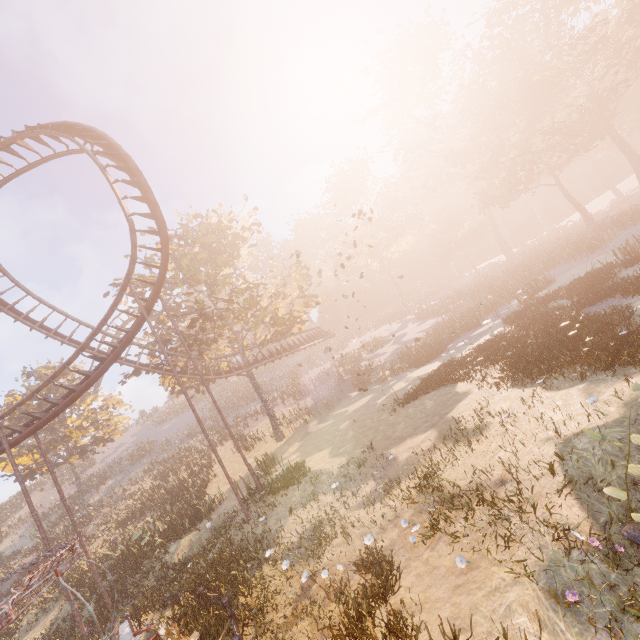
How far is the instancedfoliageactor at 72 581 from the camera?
14.19m

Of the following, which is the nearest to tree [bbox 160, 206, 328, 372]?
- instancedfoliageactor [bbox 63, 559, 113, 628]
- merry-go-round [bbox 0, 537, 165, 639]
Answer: merry-go-round [bbox 0, 537, 165, 639]

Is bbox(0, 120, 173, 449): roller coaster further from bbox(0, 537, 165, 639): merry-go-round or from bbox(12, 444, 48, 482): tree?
bbox(0, 537, 165, 639): merry-go-round

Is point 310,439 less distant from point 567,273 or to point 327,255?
point 567,273

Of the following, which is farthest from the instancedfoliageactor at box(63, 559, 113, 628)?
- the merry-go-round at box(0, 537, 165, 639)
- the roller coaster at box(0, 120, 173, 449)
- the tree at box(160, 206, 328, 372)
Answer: the tree at box(160, 206, 328, 372)

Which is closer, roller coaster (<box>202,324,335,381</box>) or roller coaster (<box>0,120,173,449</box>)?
roller coaster (<box>0,120,173,449</box>)

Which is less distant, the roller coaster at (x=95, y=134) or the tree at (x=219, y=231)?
the roller coaster at (x=95, y=134)

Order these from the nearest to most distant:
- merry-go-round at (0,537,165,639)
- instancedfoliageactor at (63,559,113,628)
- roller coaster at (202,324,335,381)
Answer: merry-go-round at (0,537,165,639) < instancedfoliageactor at (63,559,113,628) < roller coaster at (202,324,335,381)
